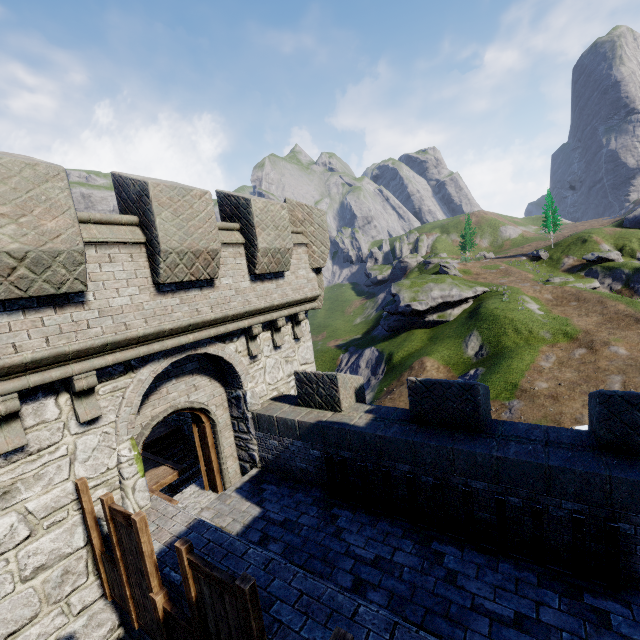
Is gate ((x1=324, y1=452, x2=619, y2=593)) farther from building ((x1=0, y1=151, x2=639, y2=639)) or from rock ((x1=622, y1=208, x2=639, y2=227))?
rock ((x1=622, y1=208, x2=639, y2=227))

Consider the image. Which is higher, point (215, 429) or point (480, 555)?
point (215, 429)

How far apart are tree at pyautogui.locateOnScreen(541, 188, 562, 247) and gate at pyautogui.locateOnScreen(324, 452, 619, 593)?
67.7m

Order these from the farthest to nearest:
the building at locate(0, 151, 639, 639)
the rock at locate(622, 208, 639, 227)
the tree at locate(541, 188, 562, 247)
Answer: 1. the tree at locate(541, 188, 562, 247)
2. the rock at locate(622, 208, 639, 227)
3. the building at locate(0, 151, 639, 639)

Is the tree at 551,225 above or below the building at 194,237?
above

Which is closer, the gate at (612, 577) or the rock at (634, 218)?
the gate at (612, 577)

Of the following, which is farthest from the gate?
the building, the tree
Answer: the tree
